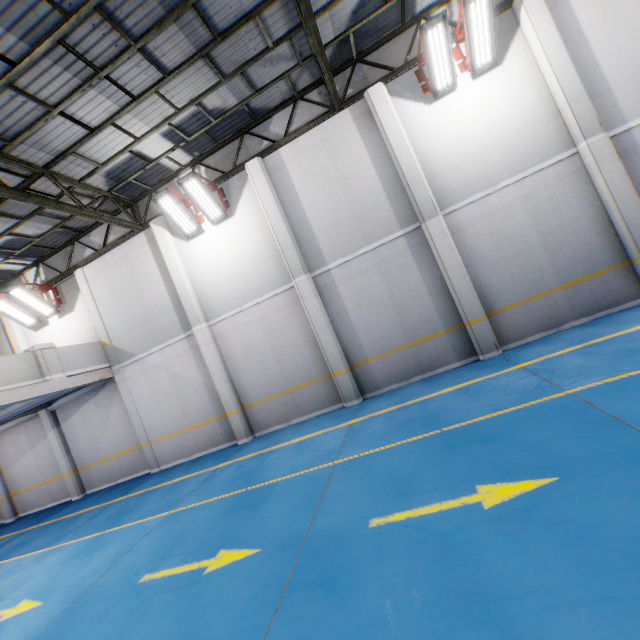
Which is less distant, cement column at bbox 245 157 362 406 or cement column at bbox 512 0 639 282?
cement column at bbox 512 0 639 282

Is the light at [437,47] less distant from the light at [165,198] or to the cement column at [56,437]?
the light at [165,198]

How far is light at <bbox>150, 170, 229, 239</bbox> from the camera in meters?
9.4 m

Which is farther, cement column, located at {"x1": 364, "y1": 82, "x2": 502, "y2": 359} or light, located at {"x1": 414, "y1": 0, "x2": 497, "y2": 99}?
cement column, located at {"x1": 364, "y1": 82, "x2": 502, "y2": 359}

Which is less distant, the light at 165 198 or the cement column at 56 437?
the light at 165 198

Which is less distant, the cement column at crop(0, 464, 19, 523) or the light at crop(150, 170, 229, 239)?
the light at crop(150, 170, 229, 239)

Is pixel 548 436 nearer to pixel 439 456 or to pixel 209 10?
pixel 439 456

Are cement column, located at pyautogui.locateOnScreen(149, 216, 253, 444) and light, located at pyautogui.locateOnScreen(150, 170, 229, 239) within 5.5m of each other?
yes
